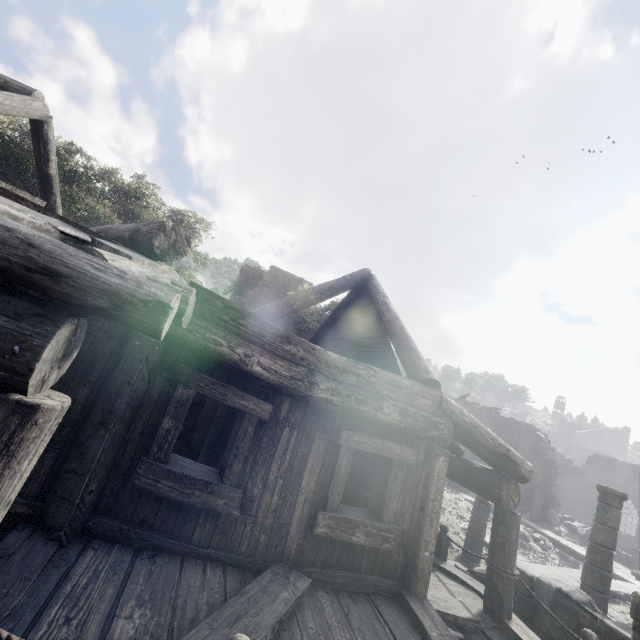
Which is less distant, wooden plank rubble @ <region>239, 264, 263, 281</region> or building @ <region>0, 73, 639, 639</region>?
building @ <region>0, 73, 639, 639</region>

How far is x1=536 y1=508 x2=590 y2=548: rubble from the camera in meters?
20.8 m

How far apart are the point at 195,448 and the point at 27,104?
9.4m

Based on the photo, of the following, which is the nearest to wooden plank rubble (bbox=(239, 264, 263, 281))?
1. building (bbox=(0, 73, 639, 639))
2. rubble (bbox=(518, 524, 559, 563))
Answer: building (bbox=(0, 73, 639, 639))

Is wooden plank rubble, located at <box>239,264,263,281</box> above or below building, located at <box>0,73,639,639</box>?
above

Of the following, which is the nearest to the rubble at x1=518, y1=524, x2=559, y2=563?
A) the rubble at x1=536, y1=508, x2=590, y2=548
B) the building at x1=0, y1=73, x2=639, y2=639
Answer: the building at x1=0, y1=73, x2=639, y2=639

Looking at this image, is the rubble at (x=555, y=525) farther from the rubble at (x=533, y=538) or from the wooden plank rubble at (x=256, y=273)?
the wooden plank rubble at (x=256, y=273)

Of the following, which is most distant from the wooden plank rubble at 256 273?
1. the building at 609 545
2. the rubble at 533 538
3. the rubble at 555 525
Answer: the rubble at 555 525
